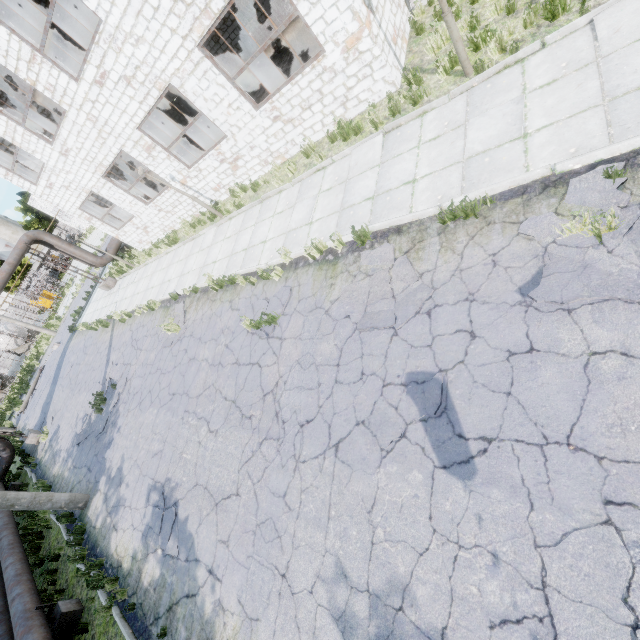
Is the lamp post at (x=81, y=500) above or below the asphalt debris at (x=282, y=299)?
above

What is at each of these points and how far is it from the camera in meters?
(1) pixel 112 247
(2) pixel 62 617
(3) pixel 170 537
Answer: (1) pipe, 22.2
(2) pipe holder, 8.1
(3) asphalt debris, 7.2

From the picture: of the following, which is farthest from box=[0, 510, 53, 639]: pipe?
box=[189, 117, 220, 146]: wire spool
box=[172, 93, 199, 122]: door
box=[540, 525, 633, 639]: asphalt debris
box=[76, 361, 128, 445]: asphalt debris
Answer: box=[189, 117, 220, 146]: wire spool

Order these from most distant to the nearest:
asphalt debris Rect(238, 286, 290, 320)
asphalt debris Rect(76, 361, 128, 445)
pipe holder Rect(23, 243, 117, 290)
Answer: pipe holder Rect(23, 243, 117, 290), asphalt debris Rect(76, 361, 128, 445), asphalt debris Rect(238, 286, 290, 320)

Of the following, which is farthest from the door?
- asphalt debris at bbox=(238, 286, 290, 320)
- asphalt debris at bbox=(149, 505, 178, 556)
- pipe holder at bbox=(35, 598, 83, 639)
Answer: pipe holder at bbox=(35, 598, 83, 639)

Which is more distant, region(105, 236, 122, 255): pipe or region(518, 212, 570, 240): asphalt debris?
region(105, 236, 122, 255): pipe

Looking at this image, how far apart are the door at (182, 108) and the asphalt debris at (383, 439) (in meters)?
22.99

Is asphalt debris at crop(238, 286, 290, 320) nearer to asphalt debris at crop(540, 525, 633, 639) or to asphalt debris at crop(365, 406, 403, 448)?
asphalt debris at crop(365, 406, 403, 448)
